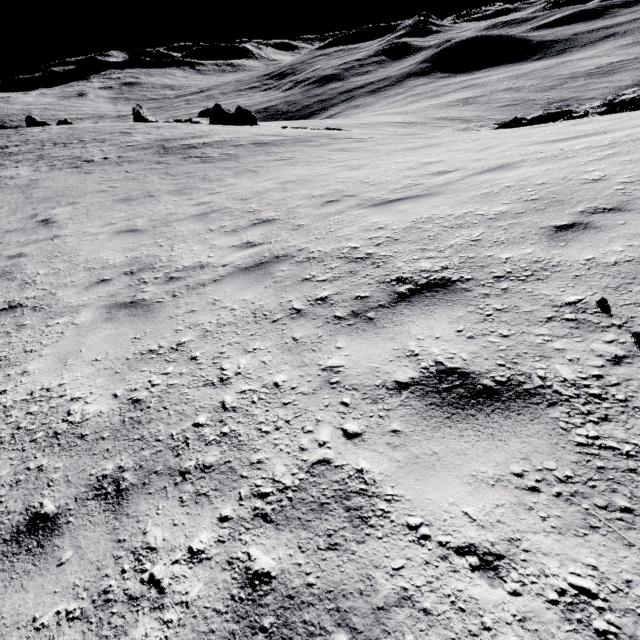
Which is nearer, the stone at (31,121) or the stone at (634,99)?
the stone at (634,99)

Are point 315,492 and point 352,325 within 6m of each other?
yes

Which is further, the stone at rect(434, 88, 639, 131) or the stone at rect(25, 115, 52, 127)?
the stone at rect(25, 115, 52, 127)

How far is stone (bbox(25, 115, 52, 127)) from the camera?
50.0m

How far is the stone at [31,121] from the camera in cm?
4997

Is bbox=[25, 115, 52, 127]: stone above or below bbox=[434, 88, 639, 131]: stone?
above
